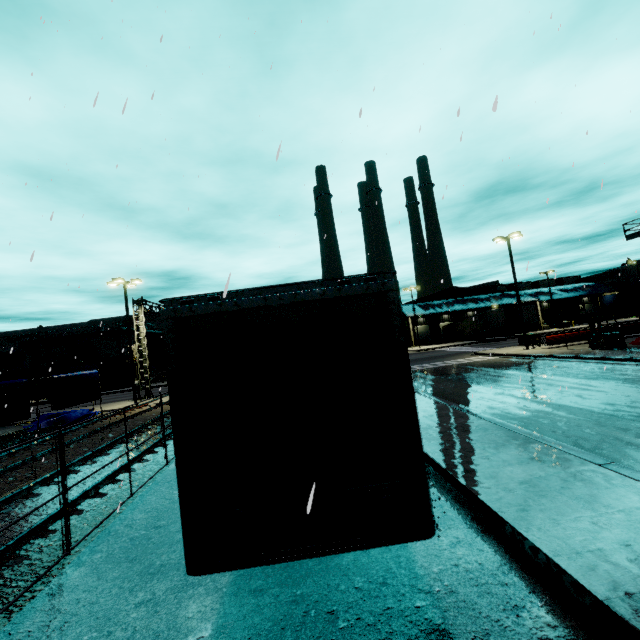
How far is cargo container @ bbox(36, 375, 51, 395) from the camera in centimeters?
4106cm

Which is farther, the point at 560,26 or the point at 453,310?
the point at 453,310

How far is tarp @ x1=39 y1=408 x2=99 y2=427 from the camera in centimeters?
1932cm

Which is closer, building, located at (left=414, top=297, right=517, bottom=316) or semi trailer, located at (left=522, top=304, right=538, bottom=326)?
semi trailer, located at (left=522, top=304, right=538, bottom=326)

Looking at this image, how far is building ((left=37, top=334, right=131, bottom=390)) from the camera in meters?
48.1

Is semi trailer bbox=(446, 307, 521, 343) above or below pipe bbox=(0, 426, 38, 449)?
above

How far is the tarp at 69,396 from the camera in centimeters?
1792cm

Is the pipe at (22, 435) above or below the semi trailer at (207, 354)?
below
